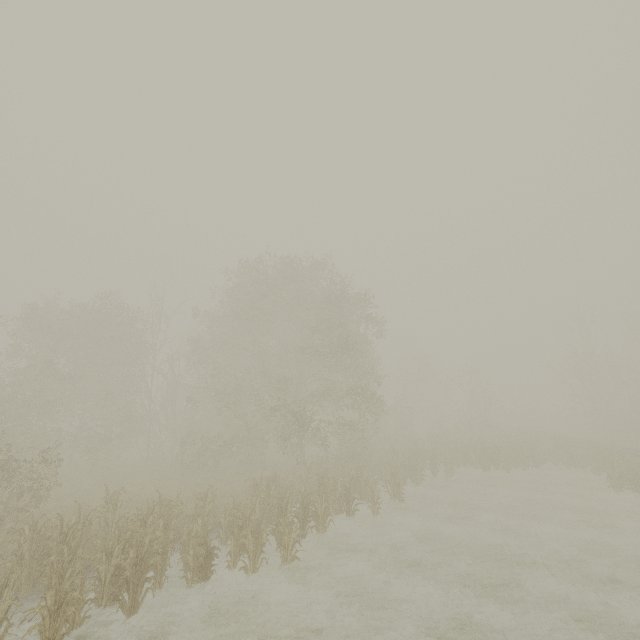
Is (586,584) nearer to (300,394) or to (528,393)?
(300,394)
